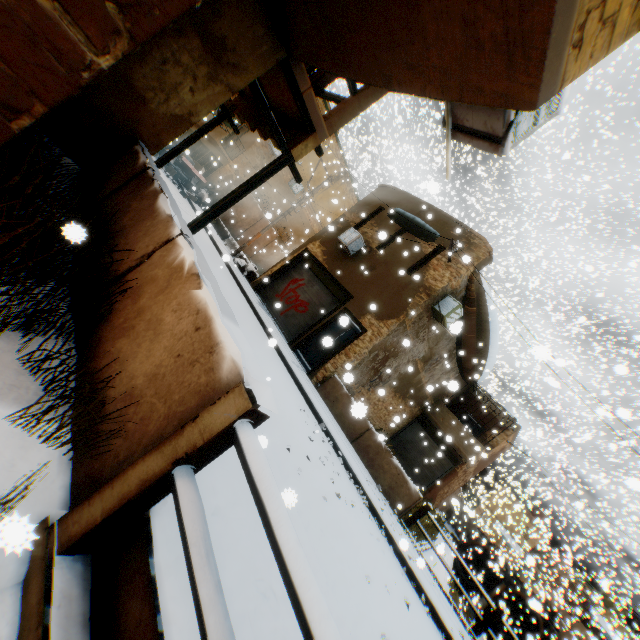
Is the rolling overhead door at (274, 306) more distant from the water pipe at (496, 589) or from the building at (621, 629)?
the water pipe at (496, 589)

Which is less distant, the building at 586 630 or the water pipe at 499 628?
the building at 586 630

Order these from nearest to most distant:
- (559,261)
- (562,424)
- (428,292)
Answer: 1. (428,292)
2. (559,261)
3. (562,424)

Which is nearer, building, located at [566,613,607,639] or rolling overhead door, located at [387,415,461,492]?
rolling overhead door, located at [387,415,461,492]

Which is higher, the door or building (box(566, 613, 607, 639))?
building (box(566, 613, 607, 639))

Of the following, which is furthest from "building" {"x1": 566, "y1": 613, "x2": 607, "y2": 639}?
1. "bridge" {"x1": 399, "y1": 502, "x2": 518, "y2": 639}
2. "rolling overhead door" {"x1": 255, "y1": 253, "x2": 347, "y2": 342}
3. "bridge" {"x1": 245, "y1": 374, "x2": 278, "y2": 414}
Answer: "bridge" {"x1": 399, "y1": 502, "x2": 518, "y2": 639}

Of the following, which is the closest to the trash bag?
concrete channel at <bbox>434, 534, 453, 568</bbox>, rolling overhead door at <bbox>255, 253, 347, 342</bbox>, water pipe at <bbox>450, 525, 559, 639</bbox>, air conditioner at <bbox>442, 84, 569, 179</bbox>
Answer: rolling overhead door at <bbox>255, 253, 347, 342</bbox>

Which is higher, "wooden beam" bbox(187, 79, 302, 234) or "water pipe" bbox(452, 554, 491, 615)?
"wooden beam" bbox(187, 79, 302, 234)
